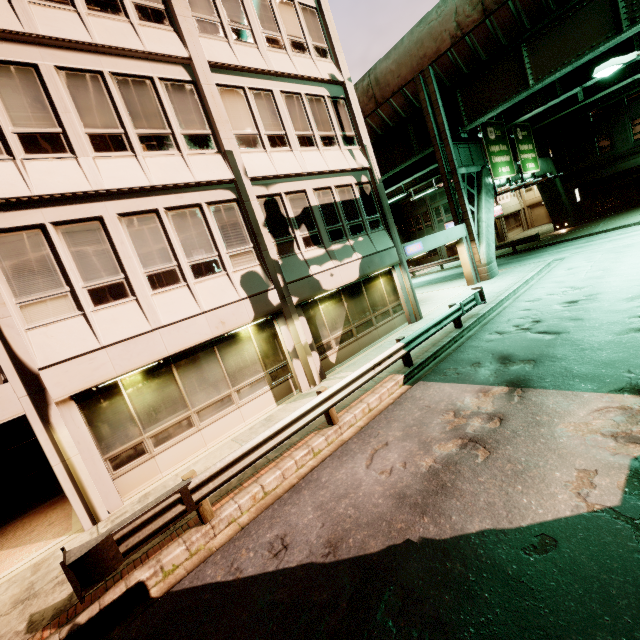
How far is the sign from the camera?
20.3m

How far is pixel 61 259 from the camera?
7.7m

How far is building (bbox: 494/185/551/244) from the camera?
40.0m

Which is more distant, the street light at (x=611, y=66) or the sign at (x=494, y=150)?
the sign at (x=494, y=150)

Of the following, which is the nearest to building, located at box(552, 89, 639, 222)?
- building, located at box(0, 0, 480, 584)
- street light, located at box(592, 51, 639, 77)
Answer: building, located at box(0, 0, 480, 584)

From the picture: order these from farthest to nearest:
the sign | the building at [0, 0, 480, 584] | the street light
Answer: the sign → the street light → the building at [0, 0, 480, 584]

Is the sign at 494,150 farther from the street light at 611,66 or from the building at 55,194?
the street light at 611,66

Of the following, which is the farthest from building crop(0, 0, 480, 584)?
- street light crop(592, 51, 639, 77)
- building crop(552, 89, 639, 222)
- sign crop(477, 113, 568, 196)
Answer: building crop(552, 89, 639, 222)
